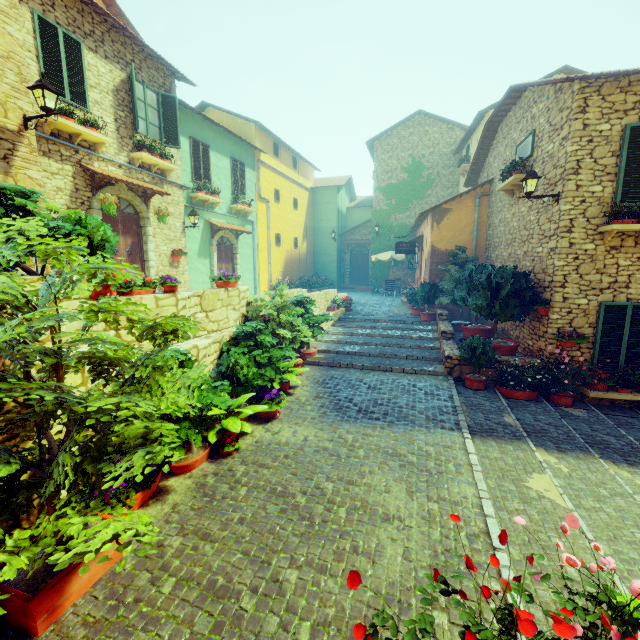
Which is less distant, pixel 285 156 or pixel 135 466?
pixel 135 466

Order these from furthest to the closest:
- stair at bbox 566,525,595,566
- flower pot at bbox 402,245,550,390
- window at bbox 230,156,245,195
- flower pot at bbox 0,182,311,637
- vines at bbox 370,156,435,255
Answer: vines at bbox 370,156,435,255, window at bbox 230,156,245,195, flower pot at bbox 402,245,550,390, stair at bbox 566,525,595,566, flower pot at bbox 0,182,311,637

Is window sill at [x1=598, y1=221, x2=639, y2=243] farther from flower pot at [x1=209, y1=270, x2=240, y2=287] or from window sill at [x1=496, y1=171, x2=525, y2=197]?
flower pot at [x1=209, y1=270, x2=240, y2=287]

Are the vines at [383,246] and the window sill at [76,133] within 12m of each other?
no

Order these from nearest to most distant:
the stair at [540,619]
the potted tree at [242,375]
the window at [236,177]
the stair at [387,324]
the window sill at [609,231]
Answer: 1. the stair at [540,619]
2. the potted tree at [242,375]
3. the window sill at [609,231]
4. the stair at [387,324]
5. the window at [236,177]

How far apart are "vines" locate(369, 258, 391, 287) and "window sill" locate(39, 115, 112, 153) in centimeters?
1588cm

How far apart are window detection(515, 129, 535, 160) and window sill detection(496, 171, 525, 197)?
0.55m

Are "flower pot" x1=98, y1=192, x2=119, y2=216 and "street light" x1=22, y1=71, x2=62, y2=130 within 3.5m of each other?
yes
